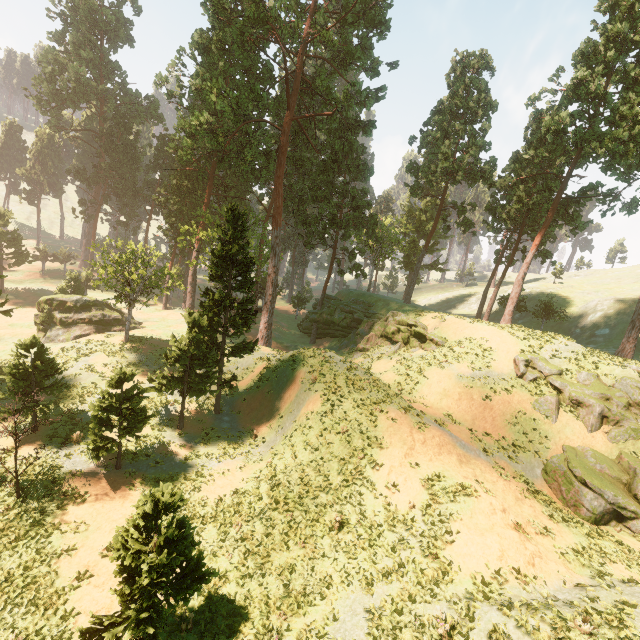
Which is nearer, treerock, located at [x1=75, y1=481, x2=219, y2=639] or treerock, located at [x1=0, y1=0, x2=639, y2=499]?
treerock, located at [x1=75, y1=481, x2=219, y2=639]

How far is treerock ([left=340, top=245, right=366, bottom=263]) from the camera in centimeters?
4417cm

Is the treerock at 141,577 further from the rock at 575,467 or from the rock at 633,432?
the rock at 575,467

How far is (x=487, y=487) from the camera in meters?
16.9 m

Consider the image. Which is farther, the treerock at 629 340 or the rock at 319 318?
the rock at 319 318

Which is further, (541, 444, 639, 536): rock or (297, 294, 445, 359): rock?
(297, 294, 445, 359): rock

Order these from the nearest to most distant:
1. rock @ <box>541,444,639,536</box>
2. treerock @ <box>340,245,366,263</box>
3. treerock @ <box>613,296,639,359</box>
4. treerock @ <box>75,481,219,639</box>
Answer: treerock @ <box>75,481,219,639</box>
rock @ <box>541,444,639,536</box>
treerock @ <box>613,296,639,359</box>
treerock @ <box>340,245,366,263</box>

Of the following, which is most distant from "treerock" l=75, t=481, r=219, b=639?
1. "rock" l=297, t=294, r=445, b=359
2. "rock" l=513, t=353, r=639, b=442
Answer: "rock" l=513, t=353, r=639, b=442
